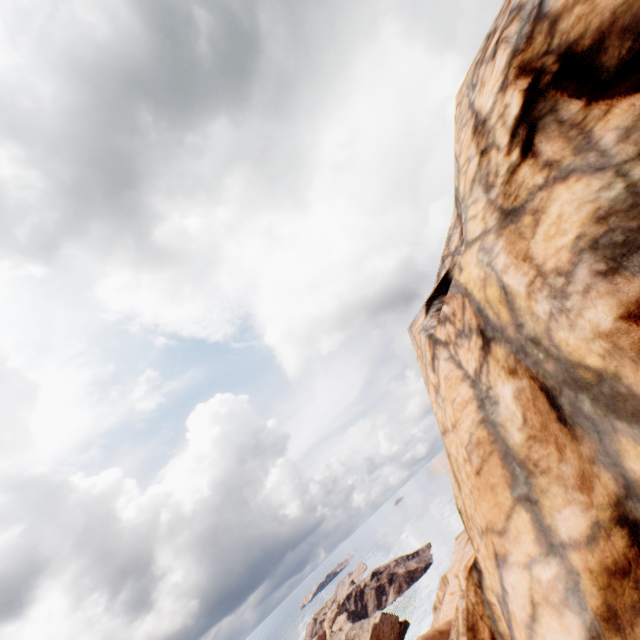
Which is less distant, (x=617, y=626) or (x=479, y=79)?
(x=617, y=626)
